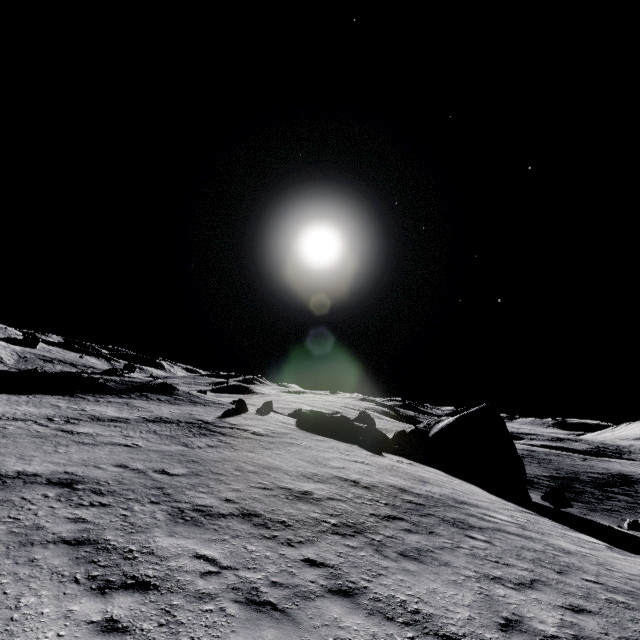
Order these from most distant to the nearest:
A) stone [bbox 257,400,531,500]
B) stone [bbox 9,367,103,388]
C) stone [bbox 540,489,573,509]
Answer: stone [bbox 9,367,103,388] → stone [bbox 257,400,531,500] → stone [bbox 540,489,573,509]

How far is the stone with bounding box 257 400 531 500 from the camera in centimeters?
2350cm

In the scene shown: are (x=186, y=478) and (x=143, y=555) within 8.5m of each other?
yes

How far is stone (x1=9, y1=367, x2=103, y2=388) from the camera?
33.2 meters

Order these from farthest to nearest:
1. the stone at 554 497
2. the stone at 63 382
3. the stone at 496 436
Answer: the stone at 63 382 < the stone at 496 436 < the stone at 554 497

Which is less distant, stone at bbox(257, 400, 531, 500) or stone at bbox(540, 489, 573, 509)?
stone at bbox(540, 489, 573, 509)

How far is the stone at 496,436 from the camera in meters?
23.5 m
